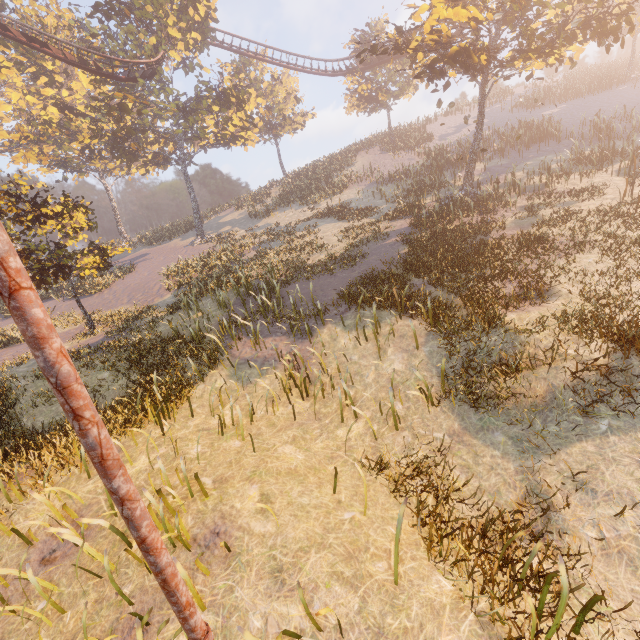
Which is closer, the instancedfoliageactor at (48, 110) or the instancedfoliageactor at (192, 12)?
the instancedfoliageactor at (48, 110)

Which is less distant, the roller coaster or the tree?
the tree

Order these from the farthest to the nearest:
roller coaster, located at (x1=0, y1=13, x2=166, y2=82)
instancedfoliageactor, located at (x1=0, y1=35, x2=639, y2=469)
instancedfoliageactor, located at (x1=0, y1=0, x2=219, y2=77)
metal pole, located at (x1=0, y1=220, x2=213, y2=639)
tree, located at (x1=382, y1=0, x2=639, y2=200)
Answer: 1. instancedfoliageactor, located at (x1=0, y1=0, x2=219, y2=77)
2. roller coaster, located at (x1=0, y1=13, x2=166, y2=82)
3. tree, located at (x1=382, y1=0, x2=639, y2=200)
4. instancedfoliageactor, located at (x1=0, y1=35, x2=639, y2=469)
5. metal pole, located at (x1=0, y1=220, x2=213, y2=639)

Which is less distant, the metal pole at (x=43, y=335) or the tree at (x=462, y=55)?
the metal pole at (x=43, y=335)

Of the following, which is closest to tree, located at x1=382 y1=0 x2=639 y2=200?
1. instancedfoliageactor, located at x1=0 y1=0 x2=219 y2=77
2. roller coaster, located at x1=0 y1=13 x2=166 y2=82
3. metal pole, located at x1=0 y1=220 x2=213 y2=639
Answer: roller coaster, located at x1=0 y1=13 x2=166 y2=82

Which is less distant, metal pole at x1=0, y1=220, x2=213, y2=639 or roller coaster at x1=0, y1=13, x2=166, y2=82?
metal pole at x1=0, y1=220, x2=213, y2=639

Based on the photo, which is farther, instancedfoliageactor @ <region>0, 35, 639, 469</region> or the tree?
the tree

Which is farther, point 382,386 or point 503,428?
point 382,386
